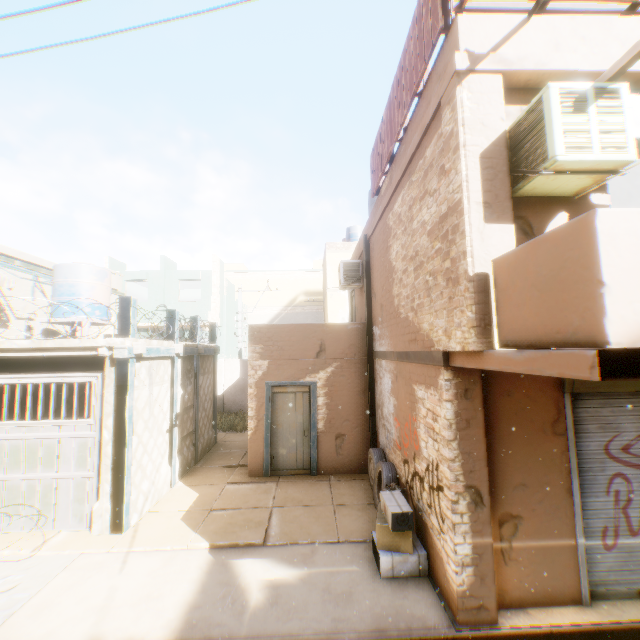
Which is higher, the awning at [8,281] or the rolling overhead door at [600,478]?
the awning at [8,281]

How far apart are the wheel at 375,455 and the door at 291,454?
0.4m

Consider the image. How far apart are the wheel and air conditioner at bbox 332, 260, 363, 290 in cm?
356

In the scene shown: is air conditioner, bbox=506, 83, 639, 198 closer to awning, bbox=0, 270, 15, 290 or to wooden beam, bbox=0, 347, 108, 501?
wooden beam, bbox=0, 347, 108, 501

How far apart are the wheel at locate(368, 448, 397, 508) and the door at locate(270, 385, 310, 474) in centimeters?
39cm

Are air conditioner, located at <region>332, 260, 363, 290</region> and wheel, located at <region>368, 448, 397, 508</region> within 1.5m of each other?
no

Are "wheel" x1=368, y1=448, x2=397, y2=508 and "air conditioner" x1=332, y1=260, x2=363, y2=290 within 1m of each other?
no

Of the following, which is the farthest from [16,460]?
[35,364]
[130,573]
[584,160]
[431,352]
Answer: [584,160]
